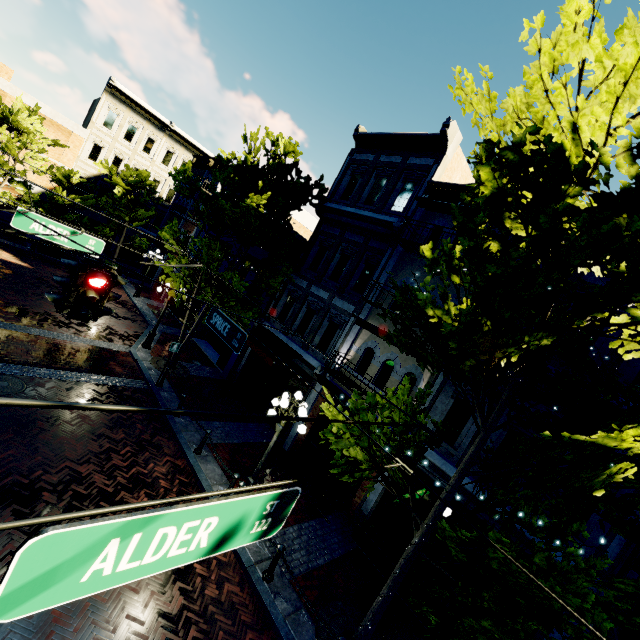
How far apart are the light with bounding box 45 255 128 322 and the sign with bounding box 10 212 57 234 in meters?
3.3

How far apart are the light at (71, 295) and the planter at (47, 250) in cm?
2088

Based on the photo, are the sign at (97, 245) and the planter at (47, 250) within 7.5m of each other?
no

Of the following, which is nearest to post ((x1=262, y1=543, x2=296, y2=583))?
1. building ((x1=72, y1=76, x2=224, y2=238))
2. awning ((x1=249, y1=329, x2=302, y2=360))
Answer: building ((x1=72, y1=76, x2=224, y2=238))

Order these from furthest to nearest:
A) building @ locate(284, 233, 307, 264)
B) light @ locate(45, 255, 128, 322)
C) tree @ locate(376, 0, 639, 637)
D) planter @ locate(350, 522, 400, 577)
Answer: building @ locate(284, 233, 307, 264), planter @ locate(350, 522, 400, 577), light @ locate(45, 255, 128, 322), tree @ locate(376, 0, 639, 637)

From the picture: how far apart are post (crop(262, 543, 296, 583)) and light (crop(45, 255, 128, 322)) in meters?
6.1

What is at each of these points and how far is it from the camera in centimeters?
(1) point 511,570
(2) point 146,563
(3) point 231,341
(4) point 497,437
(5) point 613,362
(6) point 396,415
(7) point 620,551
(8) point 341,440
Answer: (1) tree, 427cm
(2) sign, 180cm
(3) sign, 681cm
(4) building, 901cm
(5) building, 781cm
(6) tree, 796cm
(7) building, 682cm
(8) tree, 571cm

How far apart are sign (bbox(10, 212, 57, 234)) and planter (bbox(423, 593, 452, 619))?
10.8 meters
